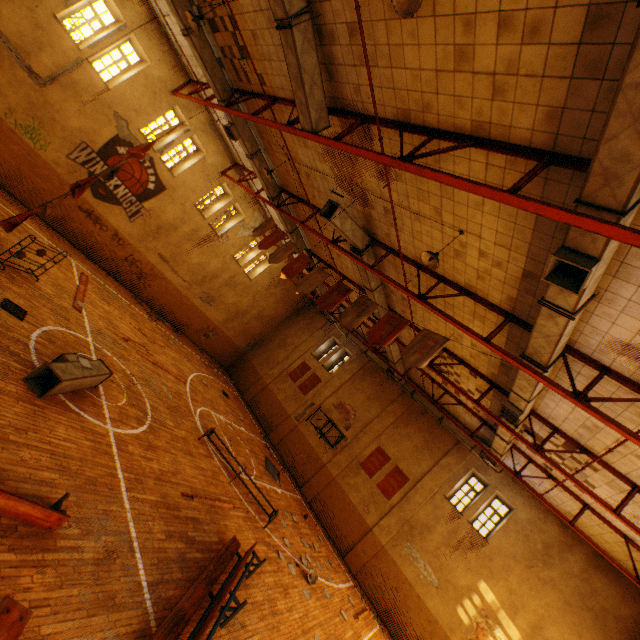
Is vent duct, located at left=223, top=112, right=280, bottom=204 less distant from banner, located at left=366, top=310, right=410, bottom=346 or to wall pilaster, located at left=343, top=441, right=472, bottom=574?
wall pilaster, located at left=343, top=441, right=472, bottom=574

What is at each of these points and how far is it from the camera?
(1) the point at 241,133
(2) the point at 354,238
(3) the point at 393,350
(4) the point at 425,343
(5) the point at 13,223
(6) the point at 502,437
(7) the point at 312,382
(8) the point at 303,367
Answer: (1) vent duct, 12.1 meters
(2) vent duct, 10.0 meters
(3) vent duct, 15.7 meters
(4) banner, 8.0 meters
(5) banner, 9.9 meters
(6) vent duct, 11.4 meters
(7) banner, 22.2 meters
(8) banner, 23.1 meters

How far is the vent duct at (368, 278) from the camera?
11.45m

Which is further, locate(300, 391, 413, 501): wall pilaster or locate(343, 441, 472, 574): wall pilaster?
locate(300, 391, 413, 501): wall pilaster

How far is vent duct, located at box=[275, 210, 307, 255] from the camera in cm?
1522

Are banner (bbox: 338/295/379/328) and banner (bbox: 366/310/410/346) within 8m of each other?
yes

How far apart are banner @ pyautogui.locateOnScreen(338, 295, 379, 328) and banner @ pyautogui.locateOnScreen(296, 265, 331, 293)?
1.30m

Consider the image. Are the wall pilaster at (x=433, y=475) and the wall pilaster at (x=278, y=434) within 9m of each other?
yes
